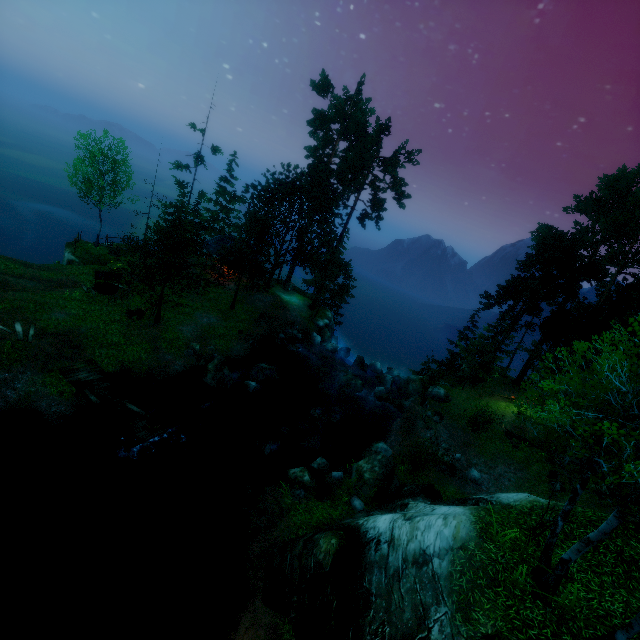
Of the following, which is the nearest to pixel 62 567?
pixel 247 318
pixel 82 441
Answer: pixel 82 441

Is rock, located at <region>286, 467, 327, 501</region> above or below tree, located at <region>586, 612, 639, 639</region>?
below

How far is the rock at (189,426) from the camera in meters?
18.4

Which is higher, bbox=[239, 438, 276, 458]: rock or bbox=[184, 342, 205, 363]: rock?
bbox=[184, 342, 205, 363]: rock

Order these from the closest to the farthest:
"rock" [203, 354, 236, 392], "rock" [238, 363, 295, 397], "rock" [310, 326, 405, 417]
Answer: "rock" [203, 354, 236, 392]
"rock" [238, 363, 295, 397]
"rock" [310, 326, 405, 417]

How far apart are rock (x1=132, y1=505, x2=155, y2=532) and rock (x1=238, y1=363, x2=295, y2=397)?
10.3m

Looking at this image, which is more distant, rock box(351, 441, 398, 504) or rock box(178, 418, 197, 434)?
rock box(178, 418, 197, 434)

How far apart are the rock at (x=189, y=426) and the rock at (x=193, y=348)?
4.94m
